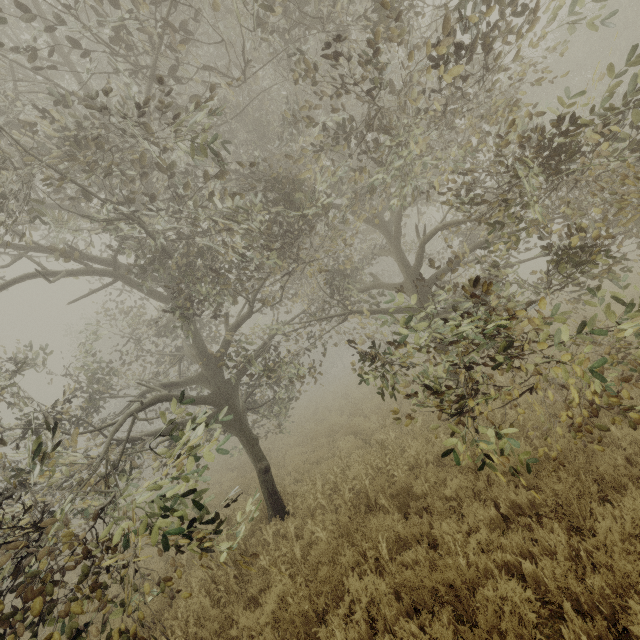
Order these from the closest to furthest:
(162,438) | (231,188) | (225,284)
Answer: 1. (225,284)
2. (231,188)
3. (162,438)

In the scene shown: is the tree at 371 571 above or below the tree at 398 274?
below

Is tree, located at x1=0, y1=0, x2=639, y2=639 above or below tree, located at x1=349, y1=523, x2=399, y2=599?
above

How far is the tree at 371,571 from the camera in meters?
4.0 m

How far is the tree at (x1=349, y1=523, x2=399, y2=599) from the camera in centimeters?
395cm
